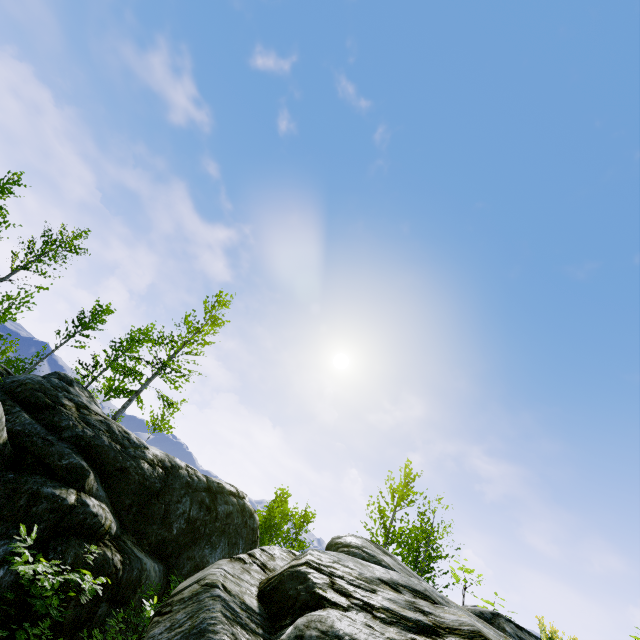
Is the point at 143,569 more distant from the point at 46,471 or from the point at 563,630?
the point at 563,630

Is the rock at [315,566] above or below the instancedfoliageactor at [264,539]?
below

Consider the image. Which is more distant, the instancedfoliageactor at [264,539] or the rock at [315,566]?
the instancedfoliageactor at [264,539]

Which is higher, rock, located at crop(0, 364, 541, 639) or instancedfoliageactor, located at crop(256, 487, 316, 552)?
instancedfoliageactor, located at crop(256, 487, 316, 552)

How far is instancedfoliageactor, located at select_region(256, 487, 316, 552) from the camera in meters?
18.4

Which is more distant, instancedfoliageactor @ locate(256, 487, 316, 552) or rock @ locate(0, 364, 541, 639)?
instancedfoliageactor @ locate(256, 487, 316, 552)
